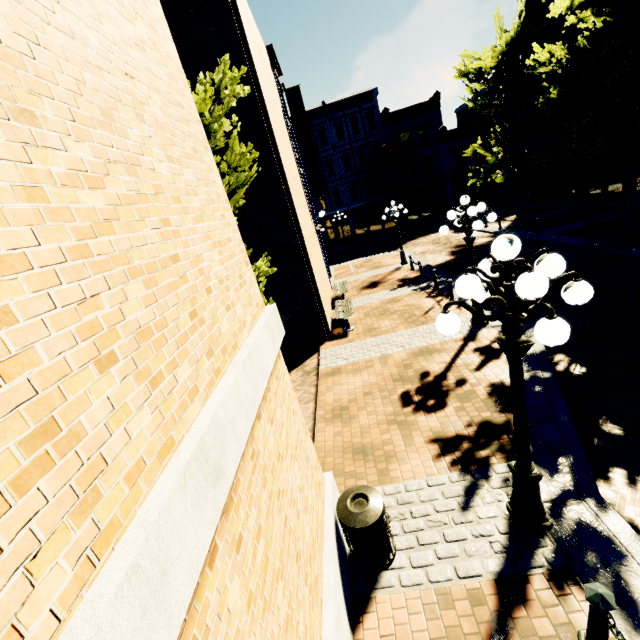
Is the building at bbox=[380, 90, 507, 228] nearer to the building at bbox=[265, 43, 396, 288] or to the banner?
the building at bbox=[265, 43, 396, 288]

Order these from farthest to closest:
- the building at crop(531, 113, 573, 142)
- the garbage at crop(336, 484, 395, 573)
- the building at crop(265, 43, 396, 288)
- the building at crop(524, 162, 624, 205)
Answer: the building at crop(531, 113, 573, 142)
the building at crop(265, 43, 396, 288)
the building at crop(524, 162, 624, 205)
the garbage at crop(336, 484, 395, 573)

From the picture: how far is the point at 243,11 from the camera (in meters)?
9.52

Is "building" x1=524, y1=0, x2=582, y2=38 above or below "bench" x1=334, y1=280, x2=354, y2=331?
above

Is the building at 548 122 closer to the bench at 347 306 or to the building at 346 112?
the building at 346 112

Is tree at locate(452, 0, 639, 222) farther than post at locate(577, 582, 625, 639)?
Yes

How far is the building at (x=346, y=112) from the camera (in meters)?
19.48

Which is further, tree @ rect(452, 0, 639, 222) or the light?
tree @ rect(452, 0, 639, 222)
